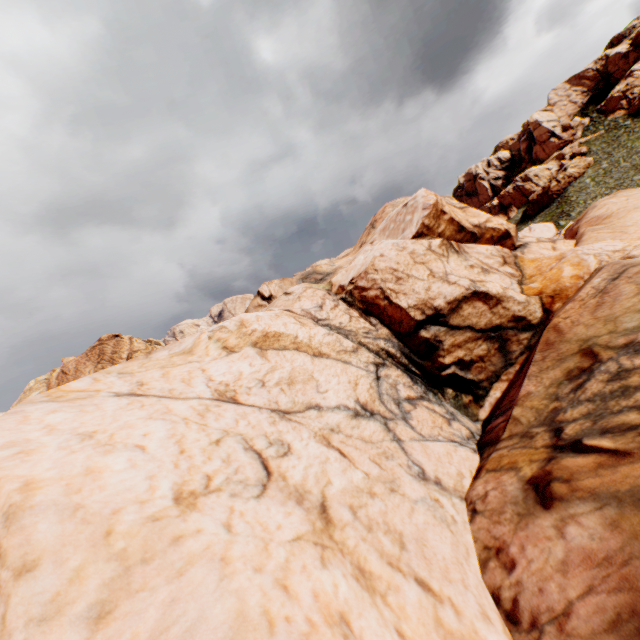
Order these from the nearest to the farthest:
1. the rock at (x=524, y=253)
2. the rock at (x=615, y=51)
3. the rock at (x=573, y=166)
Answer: the rock at (x=524, y=253)
the rock at (x=573, y=166)
the rock at (x=615, y=51)

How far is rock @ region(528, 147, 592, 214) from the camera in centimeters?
5409cm

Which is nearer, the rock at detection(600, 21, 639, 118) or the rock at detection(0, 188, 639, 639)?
the rock at detection(0, 188, 639, 639)

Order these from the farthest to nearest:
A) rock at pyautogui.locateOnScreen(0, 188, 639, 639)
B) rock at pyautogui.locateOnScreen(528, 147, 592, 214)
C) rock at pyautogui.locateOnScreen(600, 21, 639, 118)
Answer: rock at pyautogui.locateOnScreen(600, 21, 639, 118), rock at pyautogui.locateOnScreen(528, 147, 592, 214), rock at pyautogui.locateOnScreen(0, 188, 639, 639)

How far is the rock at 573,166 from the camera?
54.1 meters

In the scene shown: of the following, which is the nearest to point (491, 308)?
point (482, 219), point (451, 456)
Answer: point (451, 456)
